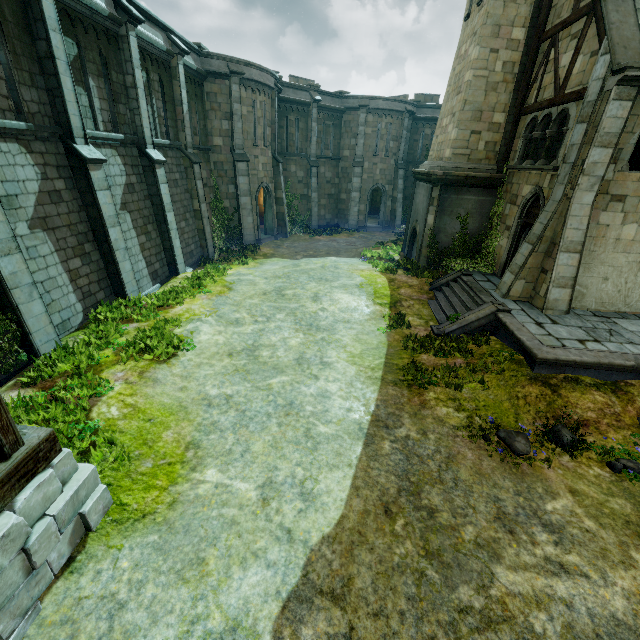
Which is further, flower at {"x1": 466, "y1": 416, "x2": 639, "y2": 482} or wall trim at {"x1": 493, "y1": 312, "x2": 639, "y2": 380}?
wall trim at {"x1": 493, "y1": 312, "x2": 639, "y2": 380}

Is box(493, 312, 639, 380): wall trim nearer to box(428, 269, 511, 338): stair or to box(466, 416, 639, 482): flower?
box(428, 269, 511, 338): stair

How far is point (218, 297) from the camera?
12.5 meters

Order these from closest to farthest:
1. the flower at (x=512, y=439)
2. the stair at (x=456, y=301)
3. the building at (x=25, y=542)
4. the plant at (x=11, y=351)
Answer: the building at (x=25, y=542), the flower at (x=512, y=439), the plant at (x=11, y=351), the stair at (x=456, y=301)

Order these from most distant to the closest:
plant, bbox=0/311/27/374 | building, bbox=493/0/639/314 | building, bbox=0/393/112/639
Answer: building, bbox=493/0/639/314 < plant, bbox=0/311/27/374 < building, bbox=0/393/112/639

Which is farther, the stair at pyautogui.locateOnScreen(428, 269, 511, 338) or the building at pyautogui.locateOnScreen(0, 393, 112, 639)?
the stair at pyautogui.locateOnScreen(428, 269, 511, 338)

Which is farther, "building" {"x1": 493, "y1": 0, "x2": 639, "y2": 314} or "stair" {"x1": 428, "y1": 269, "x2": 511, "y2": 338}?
"stair" {"x1": 428, "y1": 269, "x2": 511, "y2": 338}

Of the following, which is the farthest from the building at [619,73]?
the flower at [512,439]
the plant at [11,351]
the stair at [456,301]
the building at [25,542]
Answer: the plant at [11,351]
